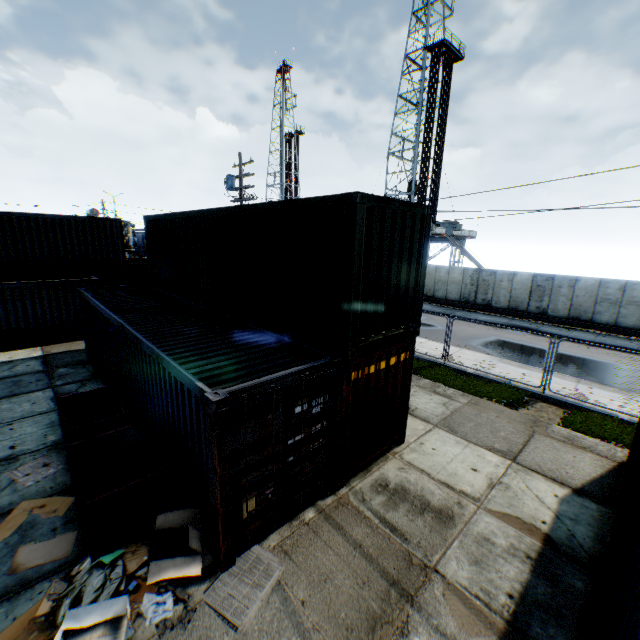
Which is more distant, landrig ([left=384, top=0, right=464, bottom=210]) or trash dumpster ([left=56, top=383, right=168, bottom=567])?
landrig ([left=384, top=0, right=464, bottom=210])

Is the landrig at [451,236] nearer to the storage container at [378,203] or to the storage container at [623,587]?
the storage container at [378,203]

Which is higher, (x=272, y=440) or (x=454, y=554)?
(x=272, y=440)

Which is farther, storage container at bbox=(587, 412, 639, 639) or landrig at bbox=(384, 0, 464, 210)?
landrig at bbox=(384, 0, 464, 210)

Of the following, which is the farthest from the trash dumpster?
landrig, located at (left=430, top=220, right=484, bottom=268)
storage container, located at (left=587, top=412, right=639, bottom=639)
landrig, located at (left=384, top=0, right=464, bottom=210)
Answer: landrig, located at (left=384, top=0, right=464, bottom=210)

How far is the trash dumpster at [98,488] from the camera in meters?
5.1 m

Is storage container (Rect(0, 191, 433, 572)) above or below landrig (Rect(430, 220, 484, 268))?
below

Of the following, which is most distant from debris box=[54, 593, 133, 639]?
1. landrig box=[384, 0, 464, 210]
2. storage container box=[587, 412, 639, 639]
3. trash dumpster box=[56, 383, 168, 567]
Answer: landrig box=[384, 0, 464, 210]
